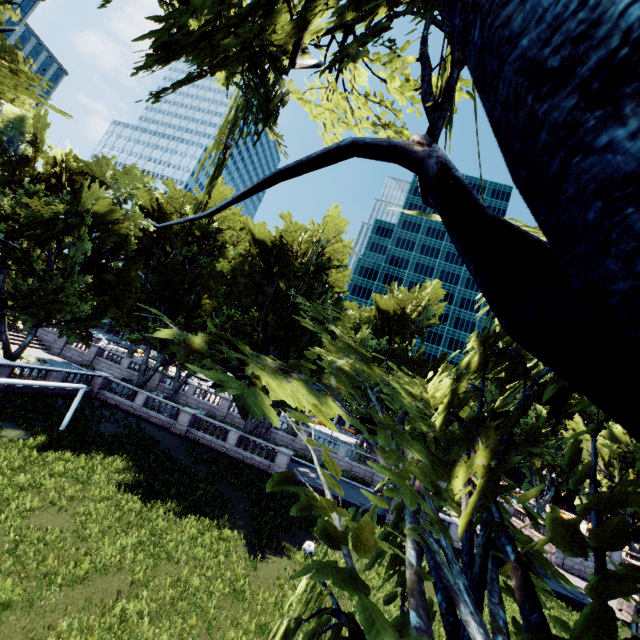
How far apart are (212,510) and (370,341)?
24.0m
